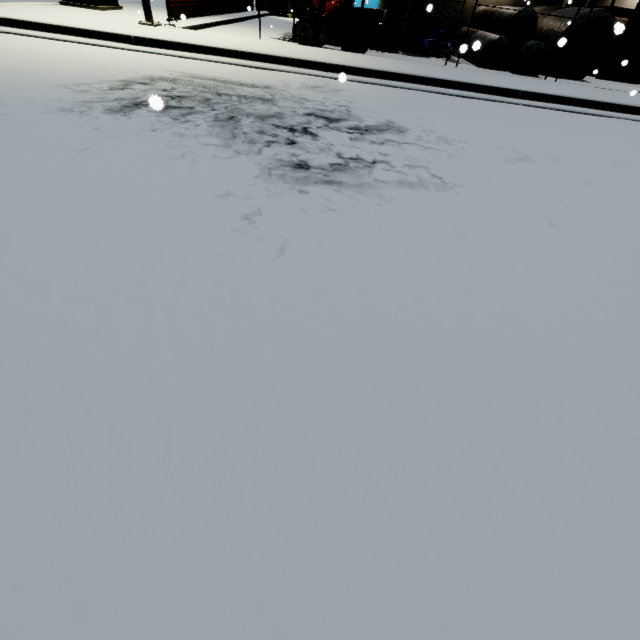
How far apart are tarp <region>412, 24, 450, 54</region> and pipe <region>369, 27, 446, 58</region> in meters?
0.1 m

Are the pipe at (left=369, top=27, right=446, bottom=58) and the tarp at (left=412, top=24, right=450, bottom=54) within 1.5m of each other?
yes

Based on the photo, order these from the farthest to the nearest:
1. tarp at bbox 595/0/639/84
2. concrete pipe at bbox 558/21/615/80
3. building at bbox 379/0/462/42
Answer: building at bbox 379/0/462/42 → concrete pipe at bbox 558/21/615/80 → tarp at bbox 595/0/639/84

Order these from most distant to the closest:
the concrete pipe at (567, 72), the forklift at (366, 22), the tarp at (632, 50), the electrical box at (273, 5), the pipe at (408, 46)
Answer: the electrical box at (273, 5) → the pipe at (408, 46) → the concrete pipe at (567, 72) → the forklift at (366, 22) → the tarp at (632, 50)

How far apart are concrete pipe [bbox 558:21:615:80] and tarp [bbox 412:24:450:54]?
2.7m

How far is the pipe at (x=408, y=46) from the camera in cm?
1241

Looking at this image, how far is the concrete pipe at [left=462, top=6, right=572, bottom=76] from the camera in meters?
11.4 m

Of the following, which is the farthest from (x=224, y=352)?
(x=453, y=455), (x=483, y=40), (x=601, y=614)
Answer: (x=483, y=40)
